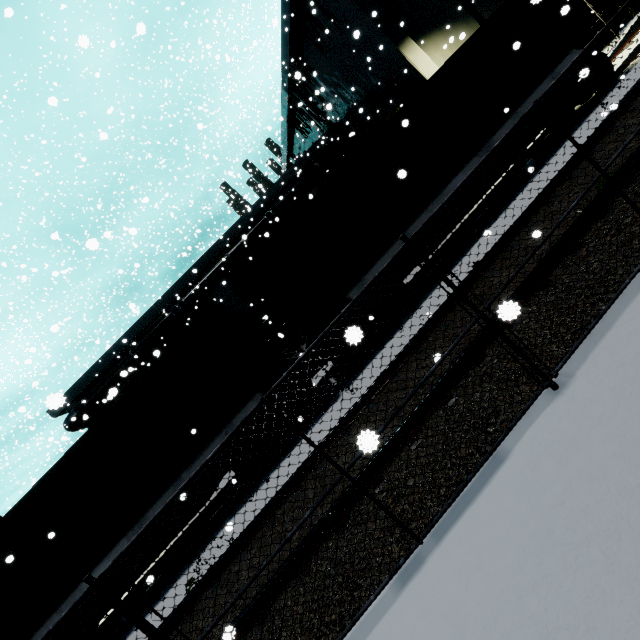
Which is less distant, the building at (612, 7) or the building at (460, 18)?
the building at (460, 18)

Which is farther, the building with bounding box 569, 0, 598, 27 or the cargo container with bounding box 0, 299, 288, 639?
the building with bounding box 569, 0, 598, 27

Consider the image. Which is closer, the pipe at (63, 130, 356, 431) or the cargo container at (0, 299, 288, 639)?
the cargo container at (0, 299, 288, 639)

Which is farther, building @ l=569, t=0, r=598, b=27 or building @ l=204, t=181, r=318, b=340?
building @ l=569, t=0, r=598, b=27

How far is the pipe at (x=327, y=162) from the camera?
22.8 meters

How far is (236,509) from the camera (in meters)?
8.15
